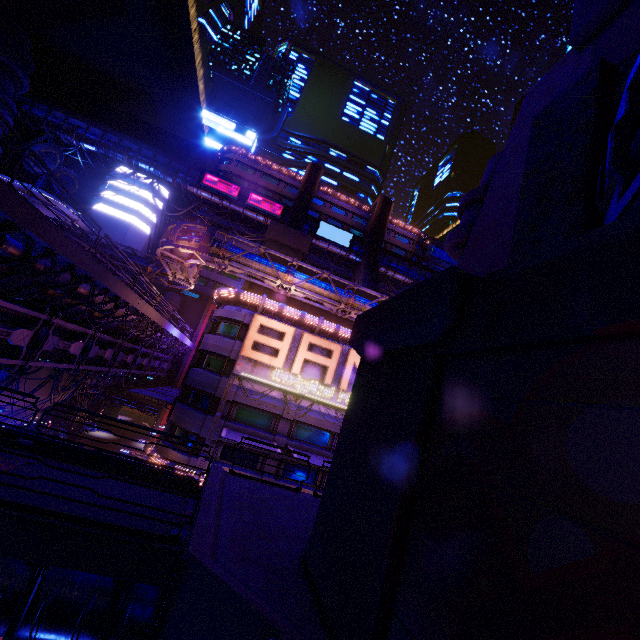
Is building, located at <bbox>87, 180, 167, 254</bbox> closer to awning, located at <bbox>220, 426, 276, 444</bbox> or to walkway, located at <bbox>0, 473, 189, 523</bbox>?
awning, located at <bbox>220, 426, 276, 444</bbox>

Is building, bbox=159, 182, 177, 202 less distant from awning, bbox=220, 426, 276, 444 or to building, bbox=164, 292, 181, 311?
building, bbox=164, 292, 181, 311

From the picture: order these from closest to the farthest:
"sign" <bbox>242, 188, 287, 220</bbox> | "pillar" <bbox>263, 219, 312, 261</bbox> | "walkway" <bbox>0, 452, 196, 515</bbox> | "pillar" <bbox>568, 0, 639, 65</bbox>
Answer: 1. "pillar" <bbox>568, 0, 639, 65</bbox>
2. "walkway" <bbox>0, 452, 196, 515</bbox>
3. "pillar" <bbox>263, 219, 312, 261</bbox>
4. "sign" <bbox>242, 188, 287, 220</bbox>

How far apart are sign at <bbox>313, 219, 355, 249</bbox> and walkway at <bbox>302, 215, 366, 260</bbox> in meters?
0.1

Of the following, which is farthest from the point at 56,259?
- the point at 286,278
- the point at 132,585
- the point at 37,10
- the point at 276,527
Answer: the point at 37,10

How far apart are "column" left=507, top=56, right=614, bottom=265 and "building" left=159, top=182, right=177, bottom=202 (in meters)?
62.00

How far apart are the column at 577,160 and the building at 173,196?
62.0 meters

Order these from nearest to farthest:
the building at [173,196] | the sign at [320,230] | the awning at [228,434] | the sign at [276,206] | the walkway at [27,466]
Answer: the walkway at [27,466], the awning at [228,434], the sign at [276,206], the building at [173,196], the sign at [320,230]
